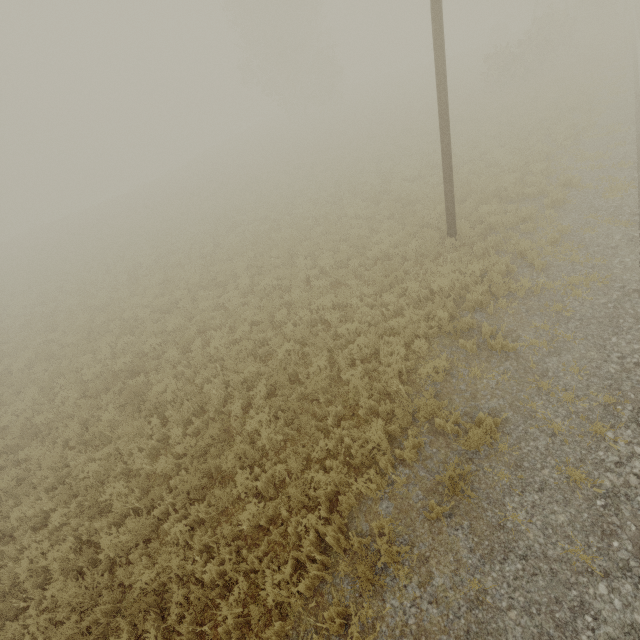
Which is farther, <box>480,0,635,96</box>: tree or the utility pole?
<box>480,0,635,96</box>: tree

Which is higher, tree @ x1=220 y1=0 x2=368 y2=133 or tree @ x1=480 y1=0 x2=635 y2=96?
tree @ x1=220 y1=0 x2=368 y2=133

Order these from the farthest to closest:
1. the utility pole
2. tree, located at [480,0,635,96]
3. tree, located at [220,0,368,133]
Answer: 1. tree, located at [220,0,368,133]
2. tree, located at [480,0,635,96]
3. the utility pole

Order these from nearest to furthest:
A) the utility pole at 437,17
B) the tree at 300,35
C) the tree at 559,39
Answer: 1. the utility pole at 437,17
2. the tree at 559,39
3. the tree at 300,35

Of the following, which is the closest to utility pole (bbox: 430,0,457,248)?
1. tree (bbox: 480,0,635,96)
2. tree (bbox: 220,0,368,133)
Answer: tree (bbox: 480,0,635,96)

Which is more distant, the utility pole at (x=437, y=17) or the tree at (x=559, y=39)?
the tree at (x=559, y=39)

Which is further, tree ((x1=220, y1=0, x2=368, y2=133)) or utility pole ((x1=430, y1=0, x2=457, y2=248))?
tree ((x1=220, y1=0, x2=368, y2=133))

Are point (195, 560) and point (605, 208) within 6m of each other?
no
